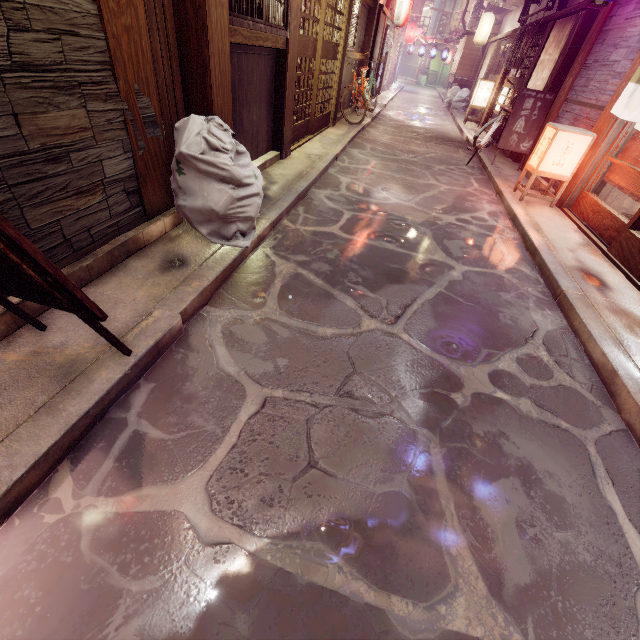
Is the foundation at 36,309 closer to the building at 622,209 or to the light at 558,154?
the light at 558,154

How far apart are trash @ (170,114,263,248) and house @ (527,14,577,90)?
15.20m

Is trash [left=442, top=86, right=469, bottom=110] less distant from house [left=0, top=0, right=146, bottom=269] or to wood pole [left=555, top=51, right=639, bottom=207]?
wood pole [left=555, top=51, right=639, bottom=207]

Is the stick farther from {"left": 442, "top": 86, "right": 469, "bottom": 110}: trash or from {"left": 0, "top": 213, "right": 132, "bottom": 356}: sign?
{"left": 442, "top": 86, "right": 469, "bottom": 110}: trash

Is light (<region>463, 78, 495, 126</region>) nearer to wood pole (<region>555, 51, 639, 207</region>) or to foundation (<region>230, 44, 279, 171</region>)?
wood pole (<region>555, 51, 639, 207</region>)

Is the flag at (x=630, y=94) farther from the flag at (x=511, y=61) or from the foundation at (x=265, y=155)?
the flag at (x=511, y=61)

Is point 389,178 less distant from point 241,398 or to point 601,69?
point 601,69

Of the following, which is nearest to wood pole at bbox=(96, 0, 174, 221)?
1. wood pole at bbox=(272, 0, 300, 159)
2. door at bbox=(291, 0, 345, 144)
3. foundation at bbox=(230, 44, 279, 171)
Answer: foundation at bbox=(230, 44, 279, 171)
